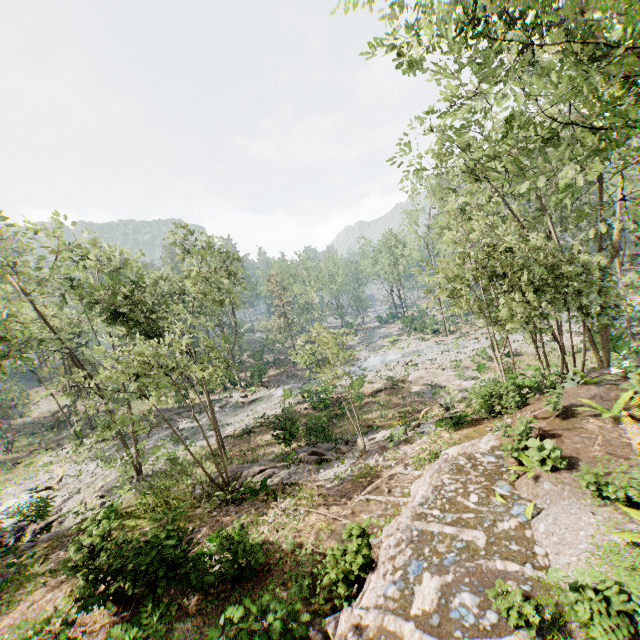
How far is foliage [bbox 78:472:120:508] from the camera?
21.1m

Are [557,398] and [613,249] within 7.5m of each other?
no

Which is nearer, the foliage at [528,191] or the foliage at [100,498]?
the foliage at [528,191]

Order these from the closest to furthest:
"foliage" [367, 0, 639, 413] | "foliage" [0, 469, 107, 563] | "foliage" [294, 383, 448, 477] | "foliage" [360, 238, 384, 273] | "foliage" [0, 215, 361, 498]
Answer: "foliage" [367, 0, 639, 413] → "foliage" [0, 215, 361, 498] → "foliage" [0, 469, 107, 563] → "foliage" [294, 383, 448, 477] → "foliage" [360, 238, 384, 273]

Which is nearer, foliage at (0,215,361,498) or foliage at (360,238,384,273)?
foliage at (0,215,361,498)
